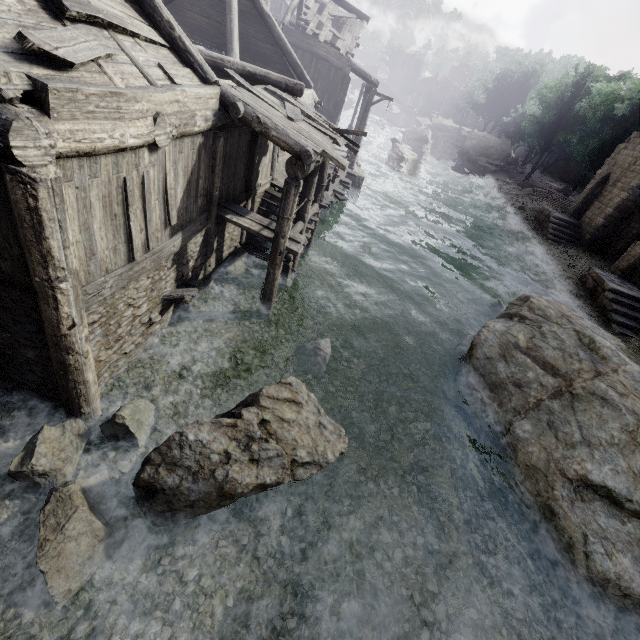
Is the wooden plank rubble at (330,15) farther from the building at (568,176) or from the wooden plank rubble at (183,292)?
the wooden plank rubble at (183,292)

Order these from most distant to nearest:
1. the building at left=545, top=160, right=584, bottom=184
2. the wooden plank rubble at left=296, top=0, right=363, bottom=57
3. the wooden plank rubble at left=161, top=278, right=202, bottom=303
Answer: the building at left=545, top=160, right=584, bottom=184 → the wooden plank rubble at left=296, top=0, right=363, bottom=57 → the wooden plank rubble at left=161, top=278, right=202, bottom=303

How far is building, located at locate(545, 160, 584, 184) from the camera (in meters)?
52.78

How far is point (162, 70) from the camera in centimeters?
607cm

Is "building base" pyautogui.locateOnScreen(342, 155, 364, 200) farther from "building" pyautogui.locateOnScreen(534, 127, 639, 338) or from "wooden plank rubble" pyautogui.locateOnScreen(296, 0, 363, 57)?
"wooden plank rubble" pyautogui.locateOnScreen(296, 0, 363, 57)

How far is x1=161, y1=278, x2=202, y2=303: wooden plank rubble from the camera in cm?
816

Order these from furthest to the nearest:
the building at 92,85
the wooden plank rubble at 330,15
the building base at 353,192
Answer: the building base at 353,192 < the wooden plank rubble at 330,15 < the building at 92,85

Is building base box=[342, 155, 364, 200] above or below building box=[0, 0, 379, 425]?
below
